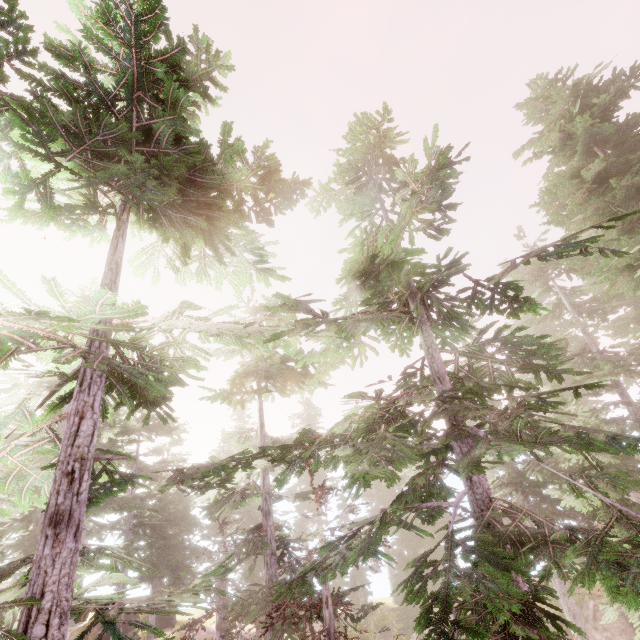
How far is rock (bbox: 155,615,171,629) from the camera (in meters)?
29.29

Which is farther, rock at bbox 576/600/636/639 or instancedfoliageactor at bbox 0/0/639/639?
rock at bbox 576/600/636/639

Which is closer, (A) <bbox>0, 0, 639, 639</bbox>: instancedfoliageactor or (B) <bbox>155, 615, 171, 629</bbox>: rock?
(A) <bbox>0, 0, 639, 639</bbox>: instancedfoliageactor

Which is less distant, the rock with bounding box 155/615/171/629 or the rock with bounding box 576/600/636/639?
the rock with bounding box 576/600/636/639

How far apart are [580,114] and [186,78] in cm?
1563

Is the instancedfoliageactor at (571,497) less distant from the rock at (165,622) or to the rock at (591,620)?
the rock at (591,620)

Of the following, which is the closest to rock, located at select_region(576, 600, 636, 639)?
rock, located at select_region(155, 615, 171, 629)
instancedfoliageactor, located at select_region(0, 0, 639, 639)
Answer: instancedfoliageactor, located at select_region(0, 0, 639, 639)

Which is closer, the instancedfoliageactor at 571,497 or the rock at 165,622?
the instancedfoliageactor at 571,497
